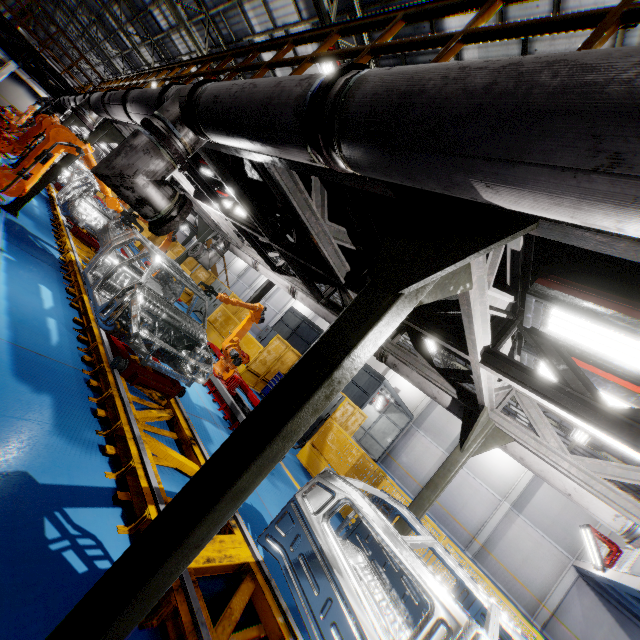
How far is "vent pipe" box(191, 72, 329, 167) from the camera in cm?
185

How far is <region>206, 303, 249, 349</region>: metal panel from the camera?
13.6m

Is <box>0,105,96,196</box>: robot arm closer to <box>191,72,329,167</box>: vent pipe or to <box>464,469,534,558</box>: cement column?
<box>191,72,329,167</box>: vent pipe

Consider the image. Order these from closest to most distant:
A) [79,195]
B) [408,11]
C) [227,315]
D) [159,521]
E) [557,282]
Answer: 1. [159,521]
2. [557,282]
3. [408,11]
4. [79,195]
5. [227,315]

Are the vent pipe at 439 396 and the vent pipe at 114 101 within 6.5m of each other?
yes

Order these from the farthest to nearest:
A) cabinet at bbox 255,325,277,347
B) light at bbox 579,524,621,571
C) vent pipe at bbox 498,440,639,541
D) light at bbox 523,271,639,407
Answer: cabinet at bbox 255,325,277,347, light at bbox 579,524,621,571, vent pipe at bbox 498,440,639,541, light at bbox 523,271,639,407

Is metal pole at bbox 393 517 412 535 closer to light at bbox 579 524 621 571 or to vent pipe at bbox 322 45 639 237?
vent pipe at bbox 322 45 639 237

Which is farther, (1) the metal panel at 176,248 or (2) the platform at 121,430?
(1) the metal panel at 176,248
